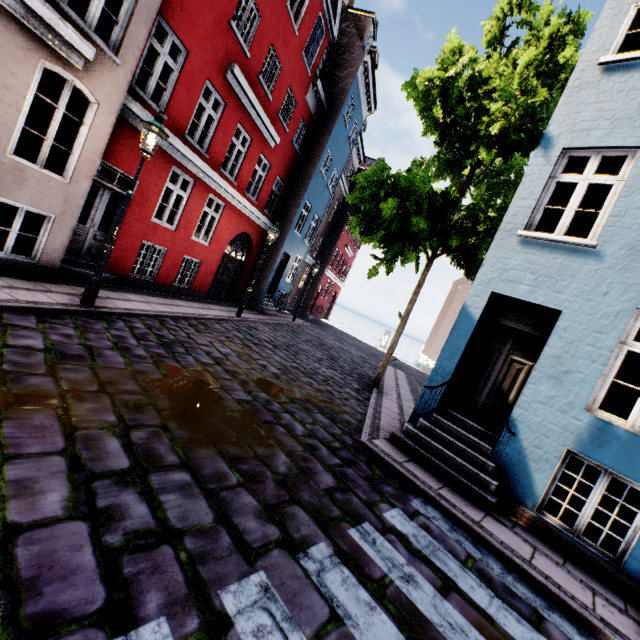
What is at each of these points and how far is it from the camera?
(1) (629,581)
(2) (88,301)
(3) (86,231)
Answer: (1) building, 4.3 meters
(2) street light, 6.3 meters
(3) building, 8.2 meters

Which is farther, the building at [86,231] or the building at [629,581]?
the building at [86,231]

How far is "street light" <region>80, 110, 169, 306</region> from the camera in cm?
596

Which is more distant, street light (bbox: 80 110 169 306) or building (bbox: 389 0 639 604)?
street light (bbox: 80 110 169 306)

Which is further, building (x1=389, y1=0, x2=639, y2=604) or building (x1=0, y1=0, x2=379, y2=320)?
building (x1=0, y1=0, x2=379, y2=320)

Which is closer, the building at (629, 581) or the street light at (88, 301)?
the building at (629, 581)
